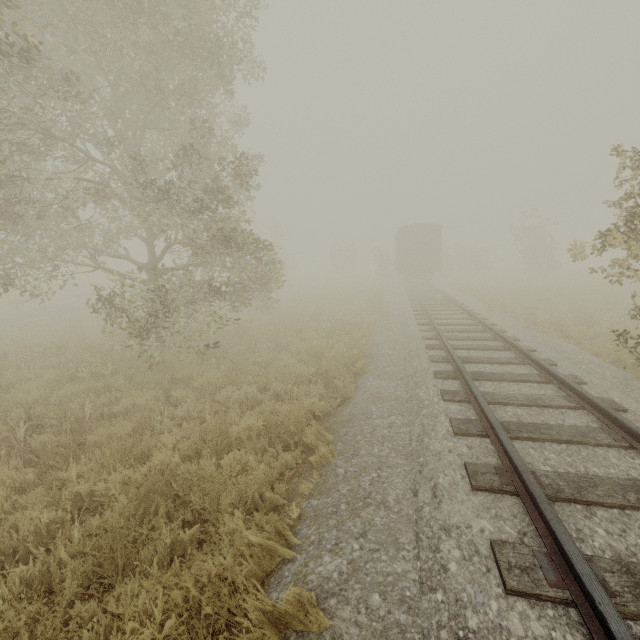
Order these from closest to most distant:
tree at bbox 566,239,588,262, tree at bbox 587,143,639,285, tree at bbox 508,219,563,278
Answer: Answer: tree at bbox 587,143,639,285, tree at bbox 566,239,588,262, tree at bbox 508,219,563,278

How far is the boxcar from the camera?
25.3 meters

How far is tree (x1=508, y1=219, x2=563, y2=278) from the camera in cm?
3031

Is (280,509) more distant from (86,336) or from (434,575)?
(86,336)

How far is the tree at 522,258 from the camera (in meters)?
30.31

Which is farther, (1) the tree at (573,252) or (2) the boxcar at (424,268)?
(2) the boxcar at (424,268)

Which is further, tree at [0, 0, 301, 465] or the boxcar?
the boxcar
